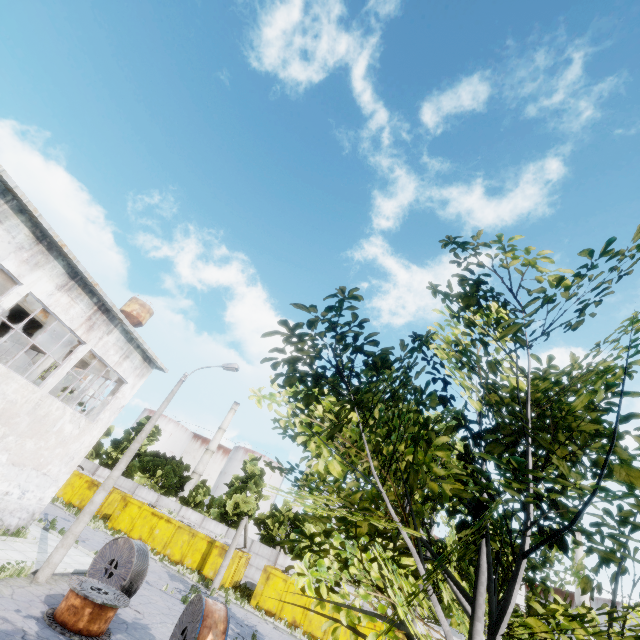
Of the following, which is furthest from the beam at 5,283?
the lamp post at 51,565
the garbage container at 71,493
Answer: the garbage container at 71,493

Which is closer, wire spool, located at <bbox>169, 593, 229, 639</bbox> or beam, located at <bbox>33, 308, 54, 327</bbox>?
wire spool, located at <bbox>169, 593, 229, 639</bbox>

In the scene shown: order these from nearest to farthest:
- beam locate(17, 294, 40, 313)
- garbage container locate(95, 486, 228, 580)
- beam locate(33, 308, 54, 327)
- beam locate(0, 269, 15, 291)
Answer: beam locate(0, 269, 15, 291)
beam locate(17, 294, 40, 313)
beam locate(33, 308, 54, 327)
garbage container locate(95, 486, 228, 580)

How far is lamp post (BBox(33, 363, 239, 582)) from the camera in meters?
11.8

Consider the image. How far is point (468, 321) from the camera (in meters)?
5.02

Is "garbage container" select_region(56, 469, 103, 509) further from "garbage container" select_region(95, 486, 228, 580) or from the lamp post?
the lamp post

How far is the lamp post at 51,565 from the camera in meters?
11.8

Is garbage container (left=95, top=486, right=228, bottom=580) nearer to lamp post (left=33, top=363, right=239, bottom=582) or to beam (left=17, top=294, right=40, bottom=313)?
beam (left=17, top=294, right=40, bottom=313)
